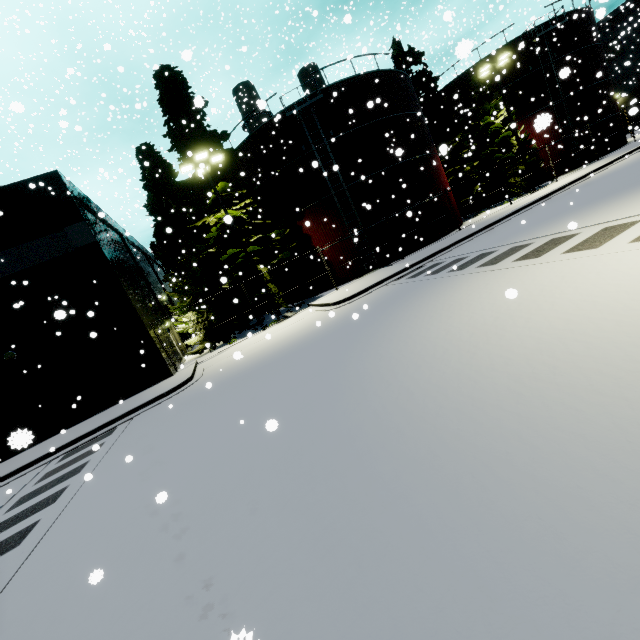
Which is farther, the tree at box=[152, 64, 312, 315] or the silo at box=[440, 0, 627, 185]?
the silo at box=[440, 0, 627, 185]

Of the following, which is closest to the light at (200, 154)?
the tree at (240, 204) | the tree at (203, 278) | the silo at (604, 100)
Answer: the tree at (240, 204)

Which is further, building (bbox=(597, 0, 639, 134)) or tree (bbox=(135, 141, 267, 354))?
building (bbox=(597, 0, 639, 134))

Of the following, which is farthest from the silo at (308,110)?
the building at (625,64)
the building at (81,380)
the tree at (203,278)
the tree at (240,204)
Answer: the building at (625,64)

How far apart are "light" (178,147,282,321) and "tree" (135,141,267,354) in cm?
355

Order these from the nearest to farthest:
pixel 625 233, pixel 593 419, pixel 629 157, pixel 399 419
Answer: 1. pixel 593 419
2. pixel 399 419
3. pixel 625 233
4. pixel 629 157

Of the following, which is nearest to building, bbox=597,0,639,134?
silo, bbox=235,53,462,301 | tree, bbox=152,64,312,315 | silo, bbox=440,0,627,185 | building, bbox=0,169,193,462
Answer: silo, bbox=440,0,627,185

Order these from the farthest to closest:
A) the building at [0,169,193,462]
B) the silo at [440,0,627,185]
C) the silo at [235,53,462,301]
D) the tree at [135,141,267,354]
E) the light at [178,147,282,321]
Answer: the silo at [440,0,627,185], the silo at [235,53,462,301], the tree at [135,141,267,354], the light at [178,147,282,321], the building at [0,169,193,462]
